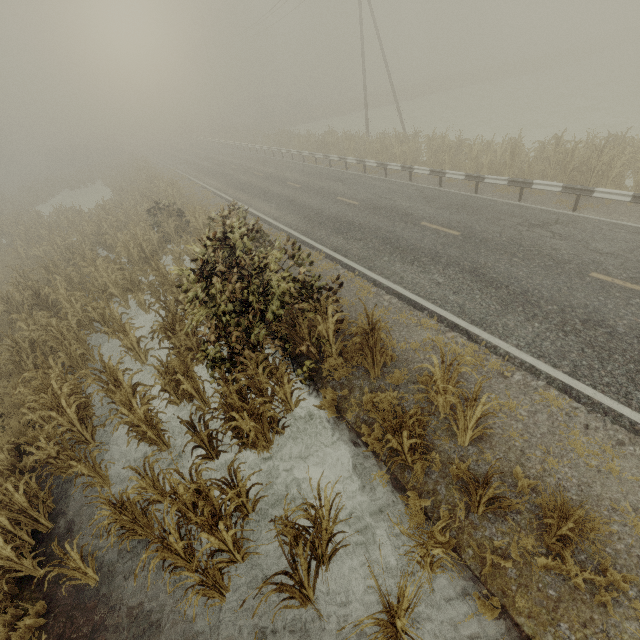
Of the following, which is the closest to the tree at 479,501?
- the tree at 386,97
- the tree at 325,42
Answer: the tree at 386,97

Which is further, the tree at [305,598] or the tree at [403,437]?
the tree at [403,437]

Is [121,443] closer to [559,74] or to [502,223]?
[502,223]

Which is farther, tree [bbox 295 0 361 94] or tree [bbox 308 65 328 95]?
tree [bbox 308 65 328 95]

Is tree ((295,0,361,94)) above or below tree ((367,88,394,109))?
above

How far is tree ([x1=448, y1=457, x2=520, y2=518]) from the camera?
4.13m

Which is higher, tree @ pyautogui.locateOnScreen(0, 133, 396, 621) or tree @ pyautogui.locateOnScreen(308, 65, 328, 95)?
tree @ pyautogui.locateOnScreen(308, 65, 328, 95)
